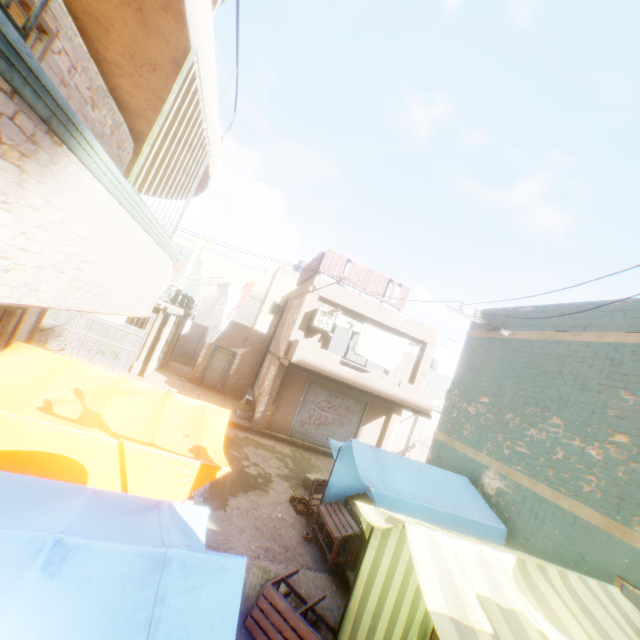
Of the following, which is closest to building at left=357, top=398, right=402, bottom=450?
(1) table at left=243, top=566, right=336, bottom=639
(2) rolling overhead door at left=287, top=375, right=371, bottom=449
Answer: (2) rolling overhead door at left=287, top=375, right=371, bottom=449

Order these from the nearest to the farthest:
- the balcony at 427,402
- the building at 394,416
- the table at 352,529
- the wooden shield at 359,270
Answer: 1. the table at 352,529
2. the balcony at 427,402
3. the wooden shield at 359,270
4. the building at 394,416

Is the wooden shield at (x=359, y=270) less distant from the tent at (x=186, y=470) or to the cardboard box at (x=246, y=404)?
the tent at (x=186, y=470)

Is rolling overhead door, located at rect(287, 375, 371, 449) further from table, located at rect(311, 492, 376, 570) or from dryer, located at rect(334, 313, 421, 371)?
table, located at rect(311, 492, 376, 570)

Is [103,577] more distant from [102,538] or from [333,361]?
[333,361]

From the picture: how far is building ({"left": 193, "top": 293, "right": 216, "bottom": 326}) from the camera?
42.5m

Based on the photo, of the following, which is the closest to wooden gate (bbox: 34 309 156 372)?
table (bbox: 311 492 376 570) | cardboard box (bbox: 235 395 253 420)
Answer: cardboard box (bbox: 235 395 253 420)

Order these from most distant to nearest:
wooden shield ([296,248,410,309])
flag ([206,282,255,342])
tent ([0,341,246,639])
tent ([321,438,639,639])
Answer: wooden shield ([296,248,410,309]) < flag ([206,282,255,342]) < tent ([321,438,639,639]) < tent ([0,341,246,639])
